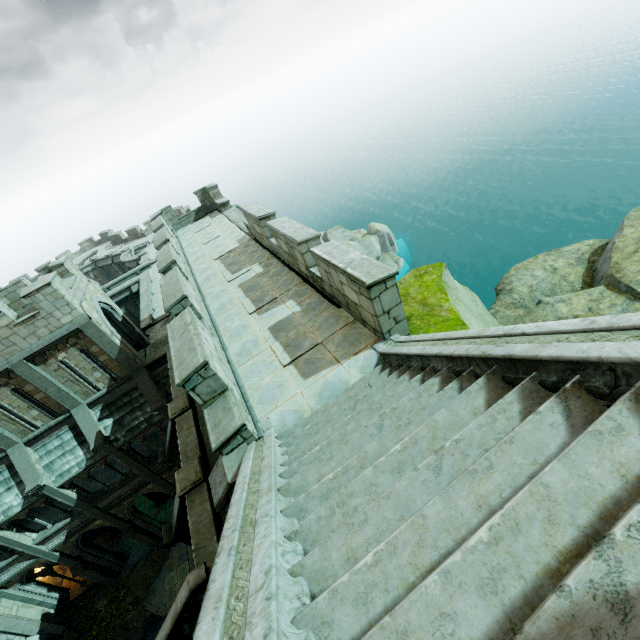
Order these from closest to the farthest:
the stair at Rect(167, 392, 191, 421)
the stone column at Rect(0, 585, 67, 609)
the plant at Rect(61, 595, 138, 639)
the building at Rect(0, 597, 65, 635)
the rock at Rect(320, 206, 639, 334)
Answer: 1. the rock at Rect(320, 206, 639, 334)
2. the stair at Rect(167, 392, 191, 421)
3. the building at Rect(0, 597, 65, 635)
4. the stone column at Rect(0, 585, 67, 609)
5. the plant at Rect(61, 595, 138, 639)

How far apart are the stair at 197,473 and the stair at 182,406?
2.5m

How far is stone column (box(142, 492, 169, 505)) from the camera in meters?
22.2 m

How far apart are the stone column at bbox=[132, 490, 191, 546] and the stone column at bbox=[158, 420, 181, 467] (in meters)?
2.77

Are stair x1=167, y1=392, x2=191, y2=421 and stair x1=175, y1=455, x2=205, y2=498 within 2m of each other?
no

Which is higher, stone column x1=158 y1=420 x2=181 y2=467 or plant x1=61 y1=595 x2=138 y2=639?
stone column x1=158 y1=420 x2=181 y2=467

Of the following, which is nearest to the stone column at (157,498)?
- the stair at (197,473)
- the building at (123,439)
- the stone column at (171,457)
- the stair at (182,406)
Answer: the building at (123,439)

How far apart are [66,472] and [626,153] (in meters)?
89.93
